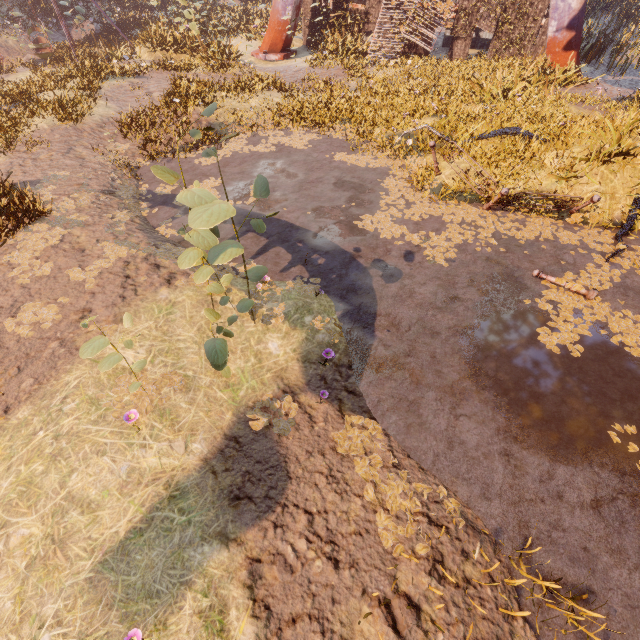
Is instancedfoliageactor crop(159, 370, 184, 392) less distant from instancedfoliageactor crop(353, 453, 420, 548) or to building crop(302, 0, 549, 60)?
instancedfoliageactor crop(353, 453, 420, 548)

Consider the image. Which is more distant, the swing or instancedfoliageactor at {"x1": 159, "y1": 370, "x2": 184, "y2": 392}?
the swing

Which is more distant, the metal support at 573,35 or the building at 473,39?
the building at 473,39

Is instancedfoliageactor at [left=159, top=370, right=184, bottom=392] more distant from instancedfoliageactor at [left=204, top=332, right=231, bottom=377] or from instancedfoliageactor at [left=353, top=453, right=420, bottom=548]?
instancedfoliageactor at [left=353, top=453, right=420, bottom=548]

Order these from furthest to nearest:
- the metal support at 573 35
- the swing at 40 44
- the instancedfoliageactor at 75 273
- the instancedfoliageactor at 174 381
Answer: the swing at 40 44
the metal support at 573 35
the instancedfoliageactor at 75 273
the instancedfoliageactor at 174 381

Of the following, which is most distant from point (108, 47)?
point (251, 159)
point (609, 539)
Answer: point (609, 539)

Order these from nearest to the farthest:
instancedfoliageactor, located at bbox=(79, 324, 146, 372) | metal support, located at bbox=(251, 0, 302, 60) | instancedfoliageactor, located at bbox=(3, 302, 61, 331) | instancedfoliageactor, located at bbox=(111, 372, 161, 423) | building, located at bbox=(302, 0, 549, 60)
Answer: instancedfoliageactor, located at bbox=(79, 324, 146, 372) < instancedfoliageactor, located at bbox=(111, 372, 161, 423) < instancedfoliageactor, located at bbox=(3, 302, 61, 331) < building, located at bbox=(302, 0, 549, 60) < metal support, located at bbox=(251, 0, 302, 60)

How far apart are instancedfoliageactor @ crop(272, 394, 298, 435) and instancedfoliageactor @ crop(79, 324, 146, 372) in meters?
1.7 m
